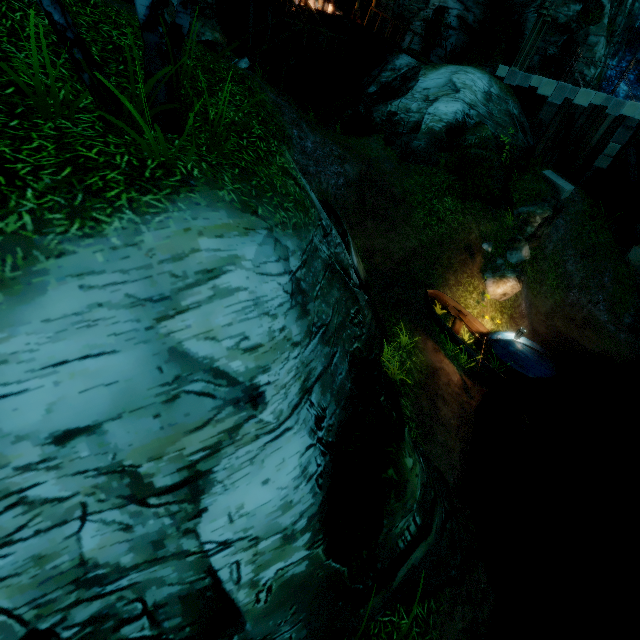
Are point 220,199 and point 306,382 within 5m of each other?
yes

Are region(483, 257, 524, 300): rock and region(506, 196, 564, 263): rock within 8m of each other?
yes

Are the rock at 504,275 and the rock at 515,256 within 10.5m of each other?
yes

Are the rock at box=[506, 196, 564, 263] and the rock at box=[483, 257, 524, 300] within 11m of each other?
yes

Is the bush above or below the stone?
below

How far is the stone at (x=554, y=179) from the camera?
15.66m

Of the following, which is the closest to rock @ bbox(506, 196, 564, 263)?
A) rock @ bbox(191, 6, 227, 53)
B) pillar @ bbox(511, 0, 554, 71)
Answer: pillar @ bbox(511, 0, 554, 71)

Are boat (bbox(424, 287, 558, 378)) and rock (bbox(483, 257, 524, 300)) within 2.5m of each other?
yes
